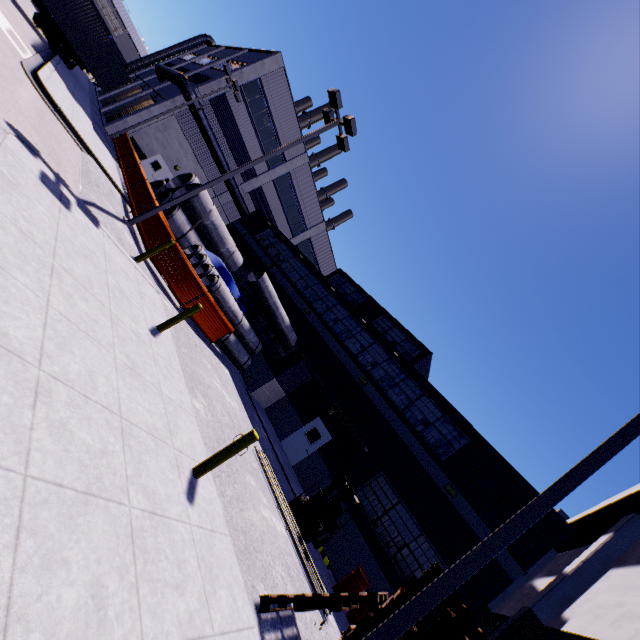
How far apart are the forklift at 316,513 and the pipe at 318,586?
0.1m

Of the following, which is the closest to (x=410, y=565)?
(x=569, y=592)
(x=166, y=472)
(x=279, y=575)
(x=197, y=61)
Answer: (x=569, y=592)

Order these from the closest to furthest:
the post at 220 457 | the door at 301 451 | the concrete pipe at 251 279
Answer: the post at 220 457
the concrete pipe at 251 279
the door at 301 451

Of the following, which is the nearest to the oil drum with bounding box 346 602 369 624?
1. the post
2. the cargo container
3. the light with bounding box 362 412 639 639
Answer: the light with bounding box 362 412 639 639

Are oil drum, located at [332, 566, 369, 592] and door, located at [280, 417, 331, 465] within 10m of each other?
yes

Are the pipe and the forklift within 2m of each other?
yes

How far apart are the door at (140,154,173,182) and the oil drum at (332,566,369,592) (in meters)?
30.16

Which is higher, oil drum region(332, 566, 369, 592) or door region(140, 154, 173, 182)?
door region(140, 154, 173, 182)
